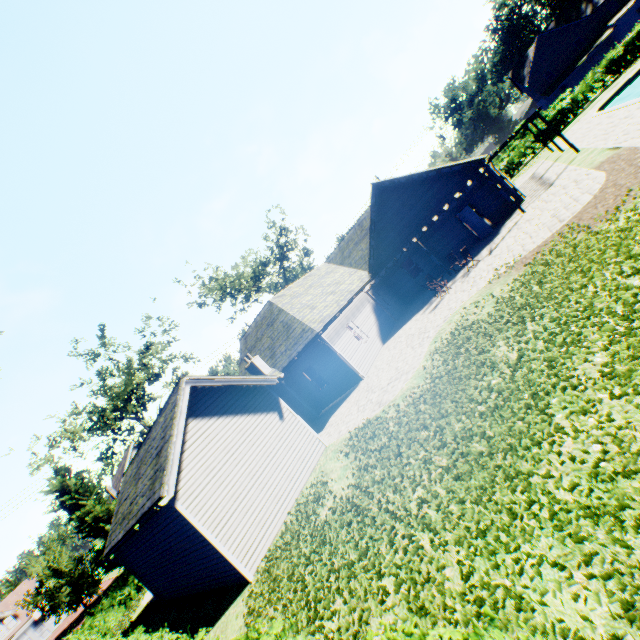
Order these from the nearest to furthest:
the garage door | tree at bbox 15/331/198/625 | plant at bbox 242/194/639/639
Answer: plant at bbox 242/194/639/639
tree at bbox 15/331/198/625
the garage door

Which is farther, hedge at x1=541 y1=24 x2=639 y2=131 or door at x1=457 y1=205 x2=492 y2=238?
hedge at x1=541 y1=24 x2=639 y2=131

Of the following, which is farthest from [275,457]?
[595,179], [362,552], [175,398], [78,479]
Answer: [78,479]

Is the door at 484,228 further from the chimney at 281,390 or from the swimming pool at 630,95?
the chimney at 281,390

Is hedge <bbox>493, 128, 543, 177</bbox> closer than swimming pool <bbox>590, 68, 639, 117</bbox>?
No

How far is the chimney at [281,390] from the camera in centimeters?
1908cm

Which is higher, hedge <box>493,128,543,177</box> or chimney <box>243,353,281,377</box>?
chimney <box>243,353,281,377</box>

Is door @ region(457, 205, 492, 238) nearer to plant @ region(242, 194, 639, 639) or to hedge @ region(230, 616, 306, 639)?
plant @ region(242, 194, 639, 639)
